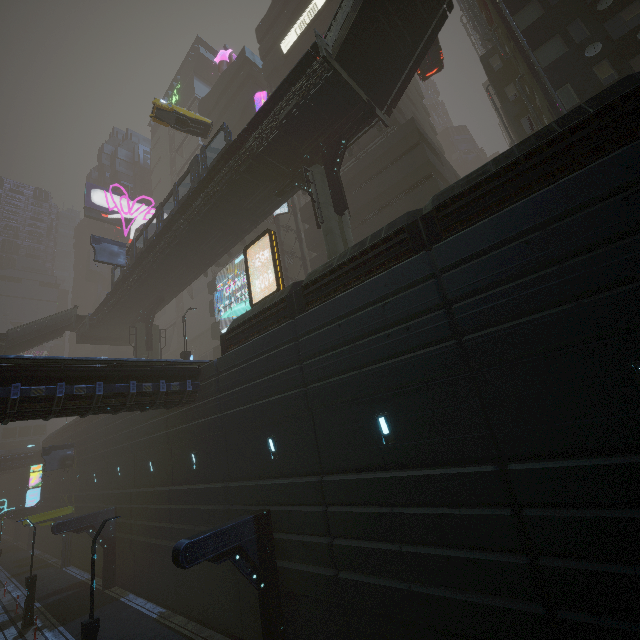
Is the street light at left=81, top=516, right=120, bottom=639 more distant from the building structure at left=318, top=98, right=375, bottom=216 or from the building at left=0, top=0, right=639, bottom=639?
the building structure at left=318, top=98, right=375, bottom=216

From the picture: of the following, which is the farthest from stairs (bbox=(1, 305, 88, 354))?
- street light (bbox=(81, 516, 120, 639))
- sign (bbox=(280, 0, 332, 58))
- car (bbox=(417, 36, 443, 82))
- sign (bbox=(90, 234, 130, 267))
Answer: car (bbox=(417, 36, 443, 82))

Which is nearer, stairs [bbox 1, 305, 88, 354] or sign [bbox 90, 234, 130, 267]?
sign [bbox 90, 234, 130, 267]

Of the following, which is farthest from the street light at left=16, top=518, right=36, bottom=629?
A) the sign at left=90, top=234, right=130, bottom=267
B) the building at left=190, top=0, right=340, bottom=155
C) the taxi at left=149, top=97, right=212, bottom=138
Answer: the taxi at left=149, top=97, right=212, bottom=138

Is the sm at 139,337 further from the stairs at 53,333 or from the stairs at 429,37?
the stairs at 429,37

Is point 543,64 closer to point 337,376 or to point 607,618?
point 337,376

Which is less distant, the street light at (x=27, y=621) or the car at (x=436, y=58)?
the street light at (x=27, y=621)

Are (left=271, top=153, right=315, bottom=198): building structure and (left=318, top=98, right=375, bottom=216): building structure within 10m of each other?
yes
